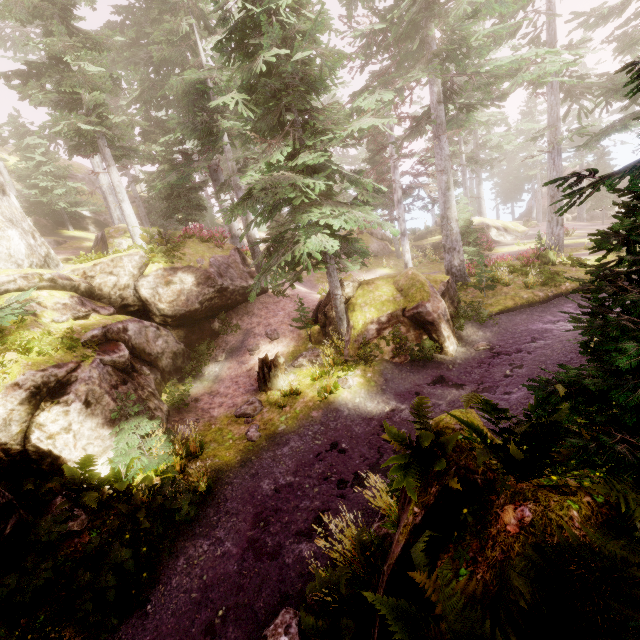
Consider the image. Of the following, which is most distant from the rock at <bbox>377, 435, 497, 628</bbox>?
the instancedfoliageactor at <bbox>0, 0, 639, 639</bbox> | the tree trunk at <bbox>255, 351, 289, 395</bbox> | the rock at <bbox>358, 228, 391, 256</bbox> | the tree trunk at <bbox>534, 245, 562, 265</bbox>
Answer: the tree trunk at <bbox>534, 245, 562, 265</bbox>

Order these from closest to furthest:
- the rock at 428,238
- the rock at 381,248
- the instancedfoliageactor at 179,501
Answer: the instancedfoliageactor at 179,501 < the rock at 428,238 < the rock at 381,248

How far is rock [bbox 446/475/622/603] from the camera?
2.70m

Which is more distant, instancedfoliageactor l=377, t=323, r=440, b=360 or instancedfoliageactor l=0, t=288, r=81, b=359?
instancedfoliageactor l=377, t=323, r=440, b=360

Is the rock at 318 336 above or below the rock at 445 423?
→ below

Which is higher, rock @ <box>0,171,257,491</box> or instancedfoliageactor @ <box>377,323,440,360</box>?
rock @ <box>0,171,257,491</box>

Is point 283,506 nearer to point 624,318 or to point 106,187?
point 624,318

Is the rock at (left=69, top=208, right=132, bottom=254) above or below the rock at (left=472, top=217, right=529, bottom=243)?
above
